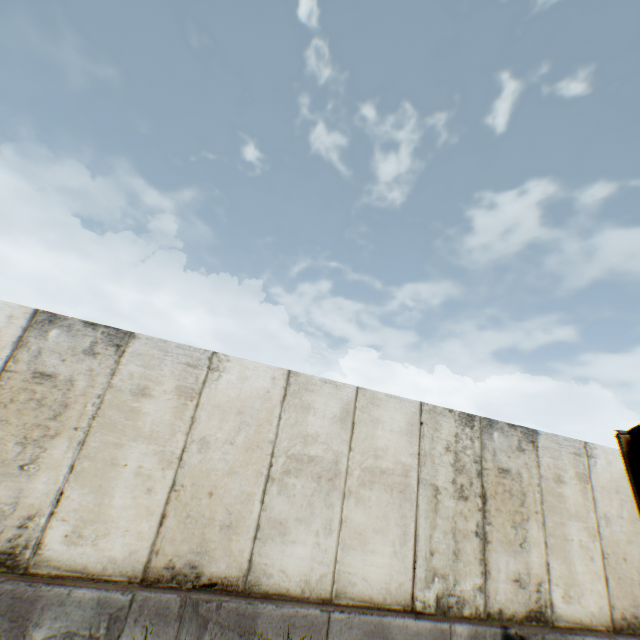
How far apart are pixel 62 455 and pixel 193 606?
2.5m
